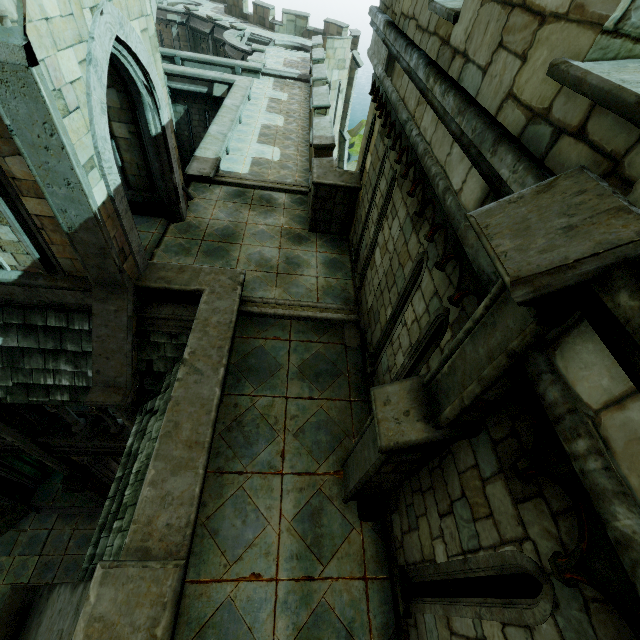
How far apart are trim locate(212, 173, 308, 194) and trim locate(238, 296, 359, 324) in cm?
490

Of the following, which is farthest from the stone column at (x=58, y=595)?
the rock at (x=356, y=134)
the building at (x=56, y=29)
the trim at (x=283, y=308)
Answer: the rock at (x=356, y=134)

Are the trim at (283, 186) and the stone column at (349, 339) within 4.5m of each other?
no

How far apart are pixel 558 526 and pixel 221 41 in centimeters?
3612cm

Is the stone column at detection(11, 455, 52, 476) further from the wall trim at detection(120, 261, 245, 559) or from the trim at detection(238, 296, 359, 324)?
the trim at detection(238, 296, 359, 324)

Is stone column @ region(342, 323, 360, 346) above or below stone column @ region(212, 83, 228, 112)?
above

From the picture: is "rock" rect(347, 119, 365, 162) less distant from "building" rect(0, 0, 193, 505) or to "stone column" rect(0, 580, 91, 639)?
"building" rect(0, 0, 193, 505)

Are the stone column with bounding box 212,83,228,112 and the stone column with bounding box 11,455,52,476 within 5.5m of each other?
no
